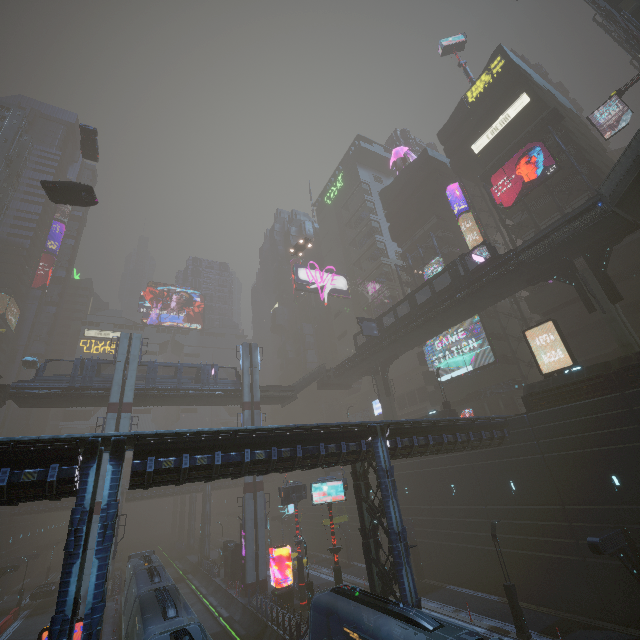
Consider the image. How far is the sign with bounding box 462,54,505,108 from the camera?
41.4 meters

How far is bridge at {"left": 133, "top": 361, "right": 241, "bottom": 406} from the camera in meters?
36.8 m

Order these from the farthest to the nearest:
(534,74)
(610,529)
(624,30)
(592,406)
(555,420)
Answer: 1. (534,74)
2. (624,30)
3. (555,420)
4. (592,406)
5. (610,529)

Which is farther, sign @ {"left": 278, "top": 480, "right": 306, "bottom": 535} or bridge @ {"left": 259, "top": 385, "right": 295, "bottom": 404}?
bridge @ {"left": 259, "top": 385, "right": 295, "bottom": 404}

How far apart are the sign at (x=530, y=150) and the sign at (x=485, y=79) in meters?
13.5

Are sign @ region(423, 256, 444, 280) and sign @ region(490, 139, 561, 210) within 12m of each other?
yes

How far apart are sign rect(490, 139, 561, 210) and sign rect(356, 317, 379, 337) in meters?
19.3 m

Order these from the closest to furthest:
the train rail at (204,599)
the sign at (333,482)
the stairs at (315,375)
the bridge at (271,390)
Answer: the sign at (333,482) → the train rail at (204,599) → the bridge at (271,390) → the stairs at (315,375)
